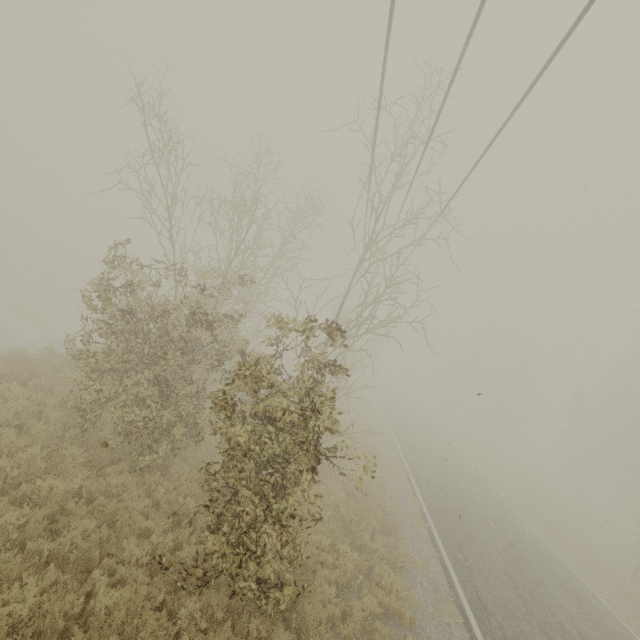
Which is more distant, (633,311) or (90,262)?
(90,262)
